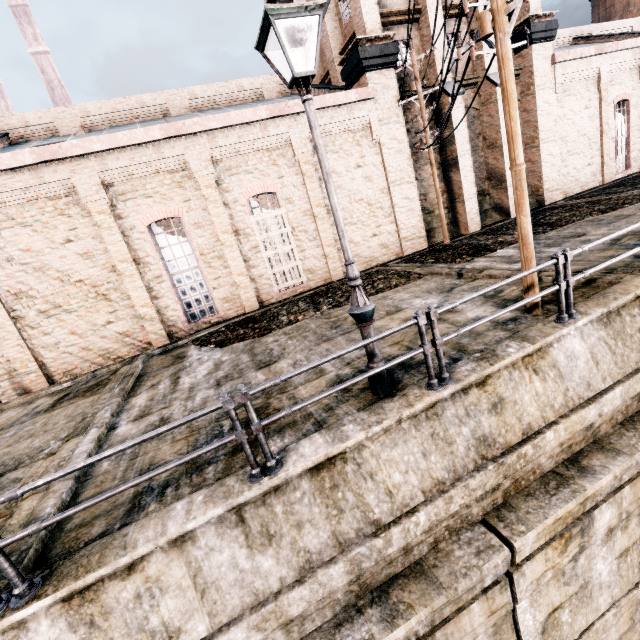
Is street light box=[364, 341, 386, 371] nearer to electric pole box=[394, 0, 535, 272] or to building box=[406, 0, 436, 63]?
electric pole box=[394, 0, 535, 272]

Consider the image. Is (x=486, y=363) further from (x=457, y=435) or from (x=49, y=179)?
(x=49, y=179)

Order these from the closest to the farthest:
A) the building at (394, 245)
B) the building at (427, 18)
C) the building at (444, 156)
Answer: the building at (394, 245) < the building at (427, 18) < the building at (444, 156)

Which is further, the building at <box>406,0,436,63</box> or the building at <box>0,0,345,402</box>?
the building at <box>406,0,436,63</box>

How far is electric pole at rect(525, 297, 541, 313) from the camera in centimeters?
671cm

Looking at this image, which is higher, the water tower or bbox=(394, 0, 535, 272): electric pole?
the water tower

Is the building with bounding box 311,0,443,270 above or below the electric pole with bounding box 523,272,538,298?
above

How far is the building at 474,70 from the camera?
16.75m
